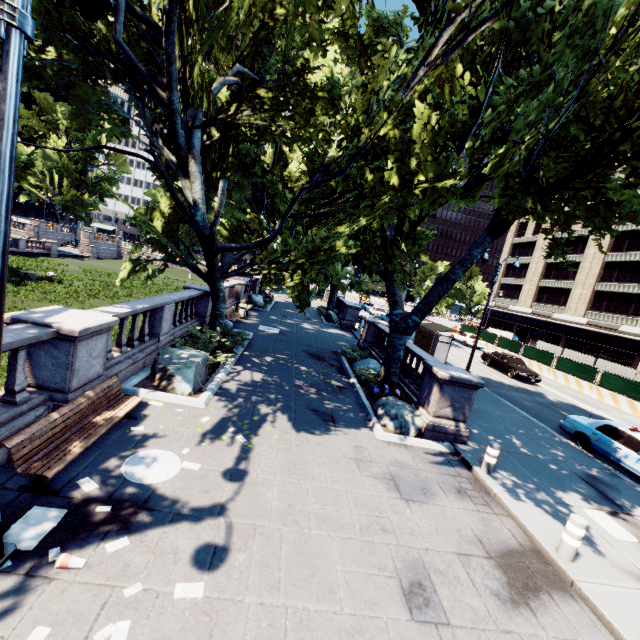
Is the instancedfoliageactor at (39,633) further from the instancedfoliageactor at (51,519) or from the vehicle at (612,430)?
the vehicle at (612,430)

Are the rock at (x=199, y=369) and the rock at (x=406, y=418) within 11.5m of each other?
yes

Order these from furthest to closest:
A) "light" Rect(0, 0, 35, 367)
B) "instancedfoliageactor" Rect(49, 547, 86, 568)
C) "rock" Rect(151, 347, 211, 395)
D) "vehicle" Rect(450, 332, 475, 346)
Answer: "vehicle" Rect(450, 332, 475, 346) < "rock" Rect(151, 347, 211, 395) < "instancedfoliageactor" Rect(49, 547, 86, 568) < "light" Rect(0, 0, 35, 367)

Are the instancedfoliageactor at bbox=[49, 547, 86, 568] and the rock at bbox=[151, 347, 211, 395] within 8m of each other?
yes

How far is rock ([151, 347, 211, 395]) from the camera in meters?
9.3

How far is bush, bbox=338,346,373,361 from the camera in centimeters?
1728cm

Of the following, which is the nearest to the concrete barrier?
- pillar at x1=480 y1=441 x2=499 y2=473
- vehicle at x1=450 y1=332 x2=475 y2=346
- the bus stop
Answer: vehicle at x1=450 y1=332 x2=475 y2=346

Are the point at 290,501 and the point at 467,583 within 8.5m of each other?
yes
